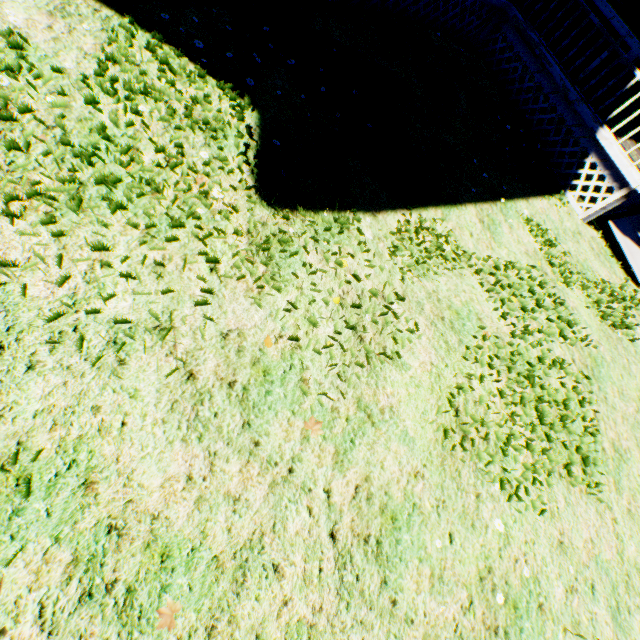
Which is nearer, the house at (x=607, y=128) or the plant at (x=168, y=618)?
the plant at (x=168, y=618)

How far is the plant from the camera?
1.8 meters

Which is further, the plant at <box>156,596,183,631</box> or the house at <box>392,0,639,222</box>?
the house at <box>392,0,639,222</box>

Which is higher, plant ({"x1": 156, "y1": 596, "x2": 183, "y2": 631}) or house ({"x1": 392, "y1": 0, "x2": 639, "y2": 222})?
house ({"x1": 392, "y1": 0, "x2": 639, "y2": 222})

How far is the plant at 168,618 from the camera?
1.75m

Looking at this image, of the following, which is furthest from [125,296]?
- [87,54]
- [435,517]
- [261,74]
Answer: [261,74]
